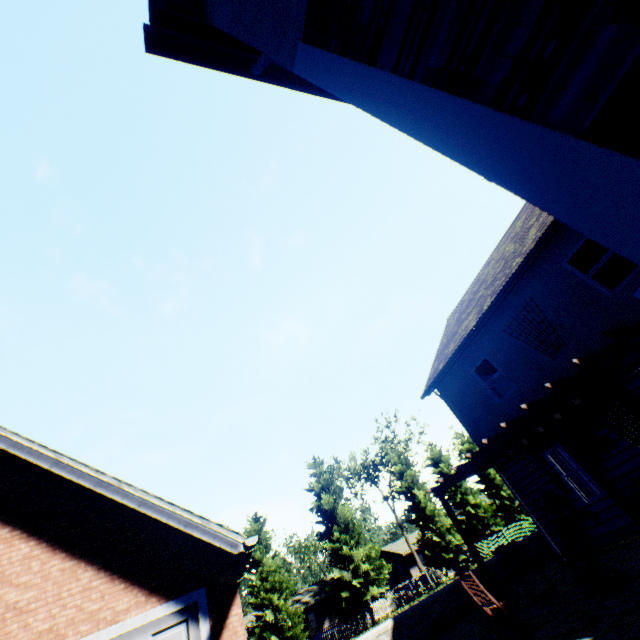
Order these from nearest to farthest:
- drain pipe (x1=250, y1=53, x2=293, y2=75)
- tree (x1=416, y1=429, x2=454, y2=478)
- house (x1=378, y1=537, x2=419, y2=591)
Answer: drain pipe (x1=250, y1=53, x2=293, y2=75)
tree (x1=416, y1=429, x2=454, y2=478)
house (x1=378, y1=537, x2=419, y2=591)

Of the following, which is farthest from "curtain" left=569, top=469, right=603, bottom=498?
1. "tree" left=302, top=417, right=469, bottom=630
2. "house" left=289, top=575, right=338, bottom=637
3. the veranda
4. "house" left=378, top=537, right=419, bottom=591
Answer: "house" left=378, top=537, right=419, bottom=591

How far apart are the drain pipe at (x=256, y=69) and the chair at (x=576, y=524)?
7.7m

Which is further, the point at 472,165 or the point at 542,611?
the point at 542,611

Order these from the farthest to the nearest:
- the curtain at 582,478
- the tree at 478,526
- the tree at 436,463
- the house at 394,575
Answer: the house at 394,575
the tree at 436,463
the tree at 478,526
the curtain at 582,478

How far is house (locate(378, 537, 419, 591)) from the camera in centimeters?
4931cm

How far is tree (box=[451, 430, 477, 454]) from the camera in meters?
40.9

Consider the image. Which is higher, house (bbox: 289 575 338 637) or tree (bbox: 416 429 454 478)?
tree (bbox: 416 429 454 478)
